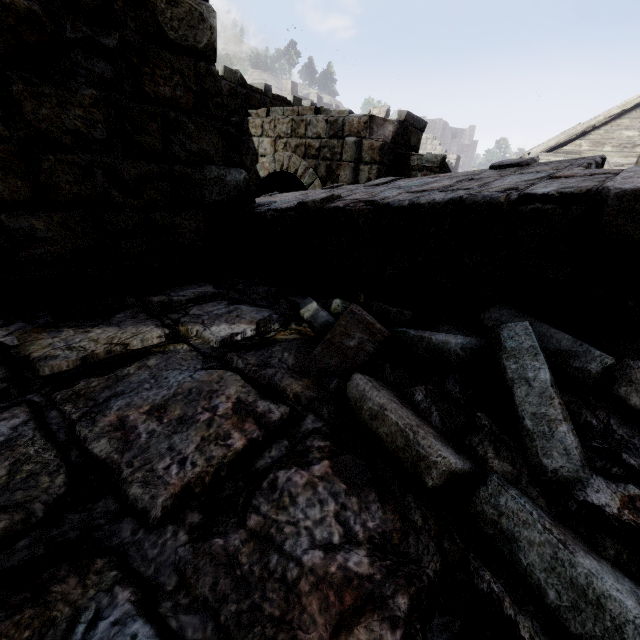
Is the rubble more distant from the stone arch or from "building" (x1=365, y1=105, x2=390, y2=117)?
the stone arch

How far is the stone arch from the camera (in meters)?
7.53

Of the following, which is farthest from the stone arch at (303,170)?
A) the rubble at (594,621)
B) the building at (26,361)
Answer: the rubble at (594,621)

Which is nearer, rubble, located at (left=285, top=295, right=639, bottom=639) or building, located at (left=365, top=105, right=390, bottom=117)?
rubble, located at (left=285, top=295, right=639, bottom=639)

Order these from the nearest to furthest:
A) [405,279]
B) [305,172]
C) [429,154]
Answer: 1. [405,279]
2. [429,154]
3. [305,172]

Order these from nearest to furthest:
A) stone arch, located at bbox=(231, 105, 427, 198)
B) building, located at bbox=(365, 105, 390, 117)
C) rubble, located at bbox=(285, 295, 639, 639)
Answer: rubble, located at bbox=(285, 295, 639, 639) < stone arch, located at bbox=(231, 105, 427, 198) < building, located at bbox=(365, 105, 390, 117)

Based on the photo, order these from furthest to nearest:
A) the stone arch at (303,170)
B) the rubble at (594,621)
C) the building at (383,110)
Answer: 1. the building at (383,110)
2. the stone arch at (303,170)
3. the rubble at (594,621)

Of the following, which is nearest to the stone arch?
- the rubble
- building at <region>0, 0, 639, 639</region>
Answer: building at <region>0, 0, 639, 639</region>
